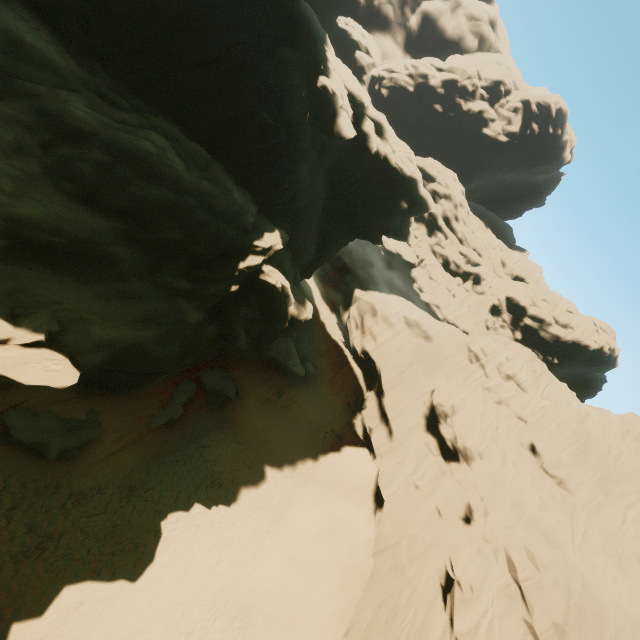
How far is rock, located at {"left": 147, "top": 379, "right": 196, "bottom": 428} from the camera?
18.8 meters

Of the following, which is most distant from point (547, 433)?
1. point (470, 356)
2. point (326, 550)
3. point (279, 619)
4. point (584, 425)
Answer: point (279, 619)

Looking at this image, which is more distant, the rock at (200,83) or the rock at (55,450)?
the rock at (55,450)

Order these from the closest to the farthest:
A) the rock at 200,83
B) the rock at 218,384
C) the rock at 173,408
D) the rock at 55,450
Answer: the rock at 200,83 → the rock at 55,450 → the rock at 173,408 → the rock at 218,384

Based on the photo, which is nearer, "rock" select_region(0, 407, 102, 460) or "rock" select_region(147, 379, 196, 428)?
"rock" select_region(0, 407, 102, 460)
